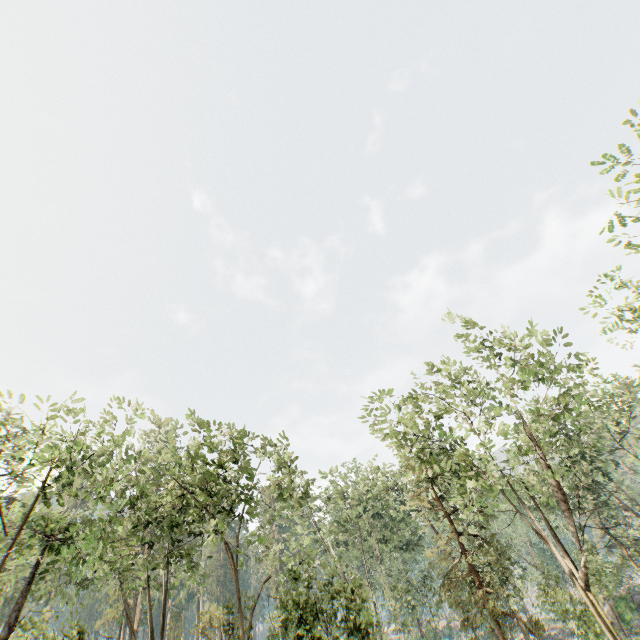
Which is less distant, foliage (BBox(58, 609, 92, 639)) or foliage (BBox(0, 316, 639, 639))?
foliage (BBox(58, 609, 92, 639))

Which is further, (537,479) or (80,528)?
(537,479)

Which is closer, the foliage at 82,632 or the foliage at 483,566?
the foliage at 82,632
